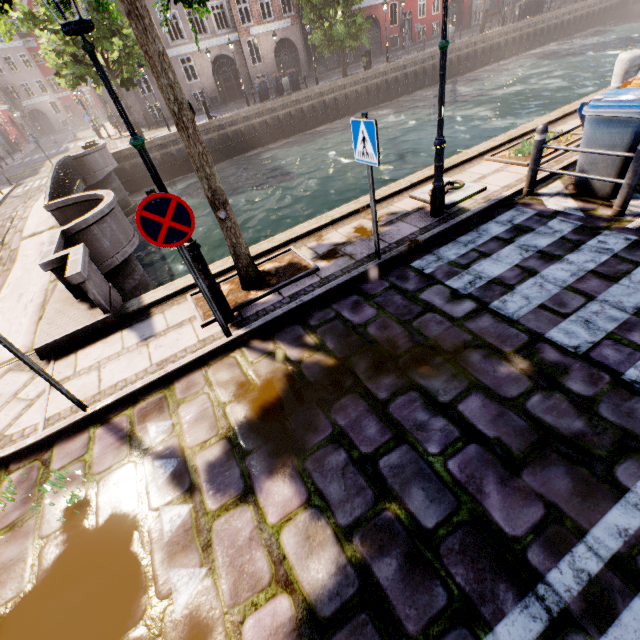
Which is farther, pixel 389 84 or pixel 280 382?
pixel 389 84

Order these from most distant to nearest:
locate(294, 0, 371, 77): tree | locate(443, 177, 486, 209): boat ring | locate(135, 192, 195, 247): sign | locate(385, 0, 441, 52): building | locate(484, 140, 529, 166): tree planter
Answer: locate(385, 0, 441, 52): building, locate(294, 0, 371, 77): tree, locate(484, 140, 529, 166): tree planter, locate(443, 177, 486, 209): boat ring, locate(135, 192, 195, 247): sign

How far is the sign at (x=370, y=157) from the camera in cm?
368

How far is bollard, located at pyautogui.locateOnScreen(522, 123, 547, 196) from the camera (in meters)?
5.09

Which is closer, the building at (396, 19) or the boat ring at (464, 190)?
the boat ring at (464, 190)

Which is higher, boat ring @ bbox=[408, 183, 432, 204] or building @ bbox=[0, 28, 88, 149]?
building @ bbox=[0, 28, 88, 149]

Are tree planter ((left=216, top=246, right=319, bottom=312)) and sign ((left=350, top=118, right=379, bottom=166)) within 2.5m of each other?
yes

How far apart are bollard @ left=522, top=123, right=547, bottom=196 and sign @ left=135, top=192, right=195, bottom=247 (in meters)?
5.47
